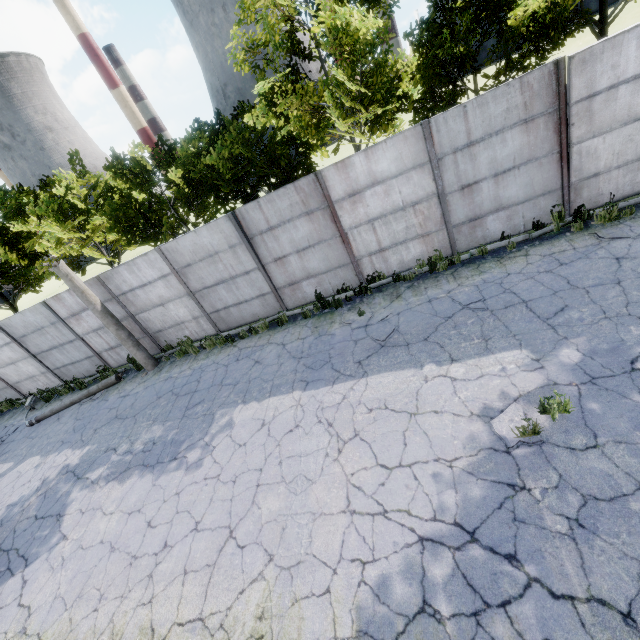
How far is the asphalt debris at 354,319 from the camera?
8.9 meters

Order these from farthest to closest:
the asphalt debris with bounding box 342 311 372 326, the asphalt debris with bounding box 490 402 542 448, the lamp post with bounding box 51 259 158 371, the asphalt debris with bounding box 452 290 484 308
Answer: the lamp post with bounding box 51 259 158 371, the asphalt debris with bounding box 342 311 372 326, the asphalt debris with bounding box 452 290 484 308, the asphalt debris with bounding box 490 402 542 448

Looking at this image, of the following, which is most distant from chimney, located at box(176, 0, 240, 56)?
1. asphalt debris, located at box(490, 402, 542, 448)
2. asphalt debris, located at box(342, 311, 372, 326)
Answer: asphalt debris, located at box(490, 402, 542, 448)

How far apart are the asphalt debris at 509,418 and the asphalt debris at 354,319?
3.9m

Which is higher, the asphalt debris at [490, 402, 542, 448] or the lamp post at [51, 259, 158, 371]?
the lamp post at [51, 259, 158, 371]

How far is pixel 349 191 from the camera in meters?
9.0 m

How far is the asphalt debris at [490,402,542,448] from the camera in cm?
462

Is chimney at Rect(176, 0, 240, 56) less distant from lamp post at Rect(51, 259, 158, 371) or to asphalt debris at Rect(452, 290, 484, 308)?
lamp post at Rect(51, 259, 158, 371)
